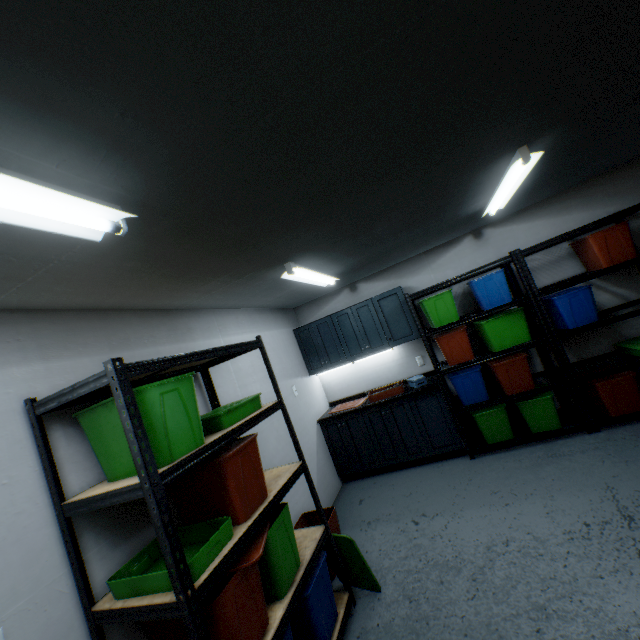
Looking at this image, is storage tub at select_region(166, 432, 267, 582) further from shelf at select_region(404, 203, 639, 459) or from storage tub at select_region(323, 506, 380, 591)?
shelf at select_region(404, 203, 639, 459)

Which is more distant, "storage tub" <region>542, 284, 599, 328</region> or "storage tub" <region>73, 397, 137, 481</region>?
"storage tub" <region>542, 284, 599, 328</region>

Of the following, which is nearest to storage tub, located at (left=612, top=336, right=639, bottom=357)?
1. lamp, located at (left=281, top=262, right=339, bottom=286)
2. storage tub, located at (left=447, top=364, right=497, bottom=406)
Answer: storage tub, located at (left=447, top=364, right=497, bottom=406)

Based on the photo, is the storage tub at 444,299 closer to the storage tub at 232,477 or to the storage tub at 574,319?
the storage tub at 574,319

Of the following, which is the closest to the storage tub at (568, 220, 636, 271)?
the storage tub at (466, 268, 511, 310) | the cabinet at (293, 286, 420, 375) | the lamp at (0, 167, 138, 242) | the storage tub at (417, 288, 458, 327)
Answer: the storage tub at (466, 268, 511, 310)

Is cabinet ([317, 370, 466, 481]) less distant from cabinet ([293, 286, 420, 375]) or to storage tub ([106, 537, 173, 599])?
cabinet ([293, 286, 420, 375])

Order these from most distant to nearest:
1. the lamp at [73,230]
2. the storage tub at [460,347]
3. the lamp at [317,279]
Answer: the storage tub at [460,347]
the lamp at [317,279]
the lamp at [73,230]

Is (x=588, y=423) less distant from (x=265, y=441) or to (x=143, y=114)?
(x=265, y=441)
